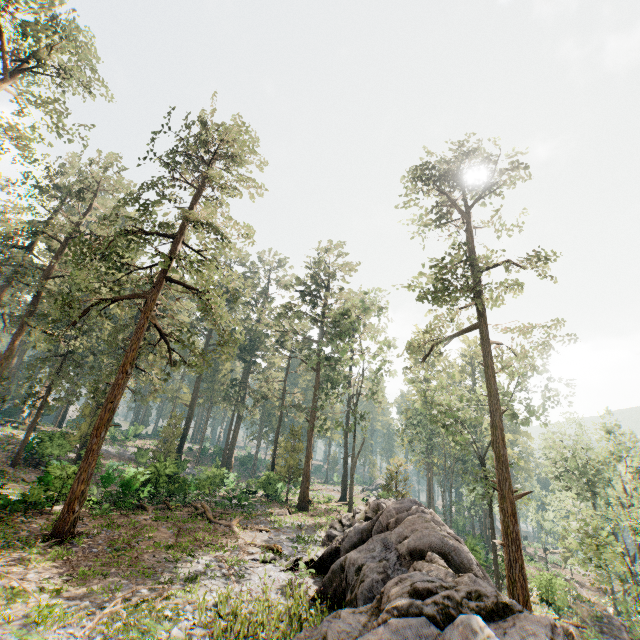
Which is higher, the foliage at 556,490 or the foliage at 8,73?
the foliage at 8,73

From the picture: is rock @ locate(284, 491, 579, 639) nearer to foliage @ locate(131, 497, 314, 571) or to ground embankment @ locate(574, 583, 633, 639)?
foliage @ locate(131, 497, 314, 571)

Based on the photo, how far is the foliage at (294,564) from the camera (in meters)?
14.01

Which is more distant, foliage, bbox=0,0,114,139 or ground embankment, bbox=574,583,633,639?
ground embankment, bbox=574,583,633,639

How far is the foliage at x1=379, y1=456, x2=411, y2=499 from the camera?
29.3 meters

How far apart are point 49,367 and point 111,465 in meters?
25.1 m

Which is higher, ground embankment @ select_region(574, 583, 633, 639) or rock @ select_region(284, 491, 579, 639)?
rock @ select_region(284, 491, 579, 639)
